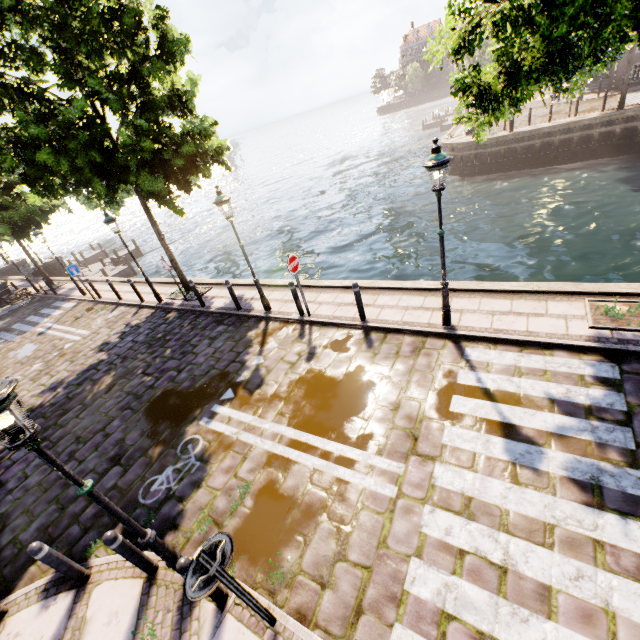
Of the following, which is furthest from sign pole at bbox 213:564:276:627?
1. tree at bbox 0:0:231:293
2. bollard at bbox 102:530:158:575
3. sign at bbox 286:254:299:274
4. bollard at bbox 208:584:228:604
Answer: sign at bbox 286:254:299:274

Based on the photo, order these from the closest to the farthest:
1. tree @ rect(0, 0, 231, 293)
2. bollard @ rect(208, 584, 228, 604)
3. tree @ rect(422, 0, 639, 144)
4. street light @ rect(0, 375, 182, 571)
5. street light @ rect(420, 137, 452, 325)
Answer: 1. street light @ rect(0, 375, 182, 571)
2. tree @ rect(422, 0, 639, 144)
3. bollard @ rect(208, 584, 228, 604)
4. street light @ rect(420, 137, 452, 325)
5. tree @ rect(0, 0, 231, 293)

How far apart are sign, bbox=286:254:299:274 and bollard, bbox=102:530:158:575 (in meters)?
6.08

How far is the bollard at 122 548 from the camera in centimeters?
411cm

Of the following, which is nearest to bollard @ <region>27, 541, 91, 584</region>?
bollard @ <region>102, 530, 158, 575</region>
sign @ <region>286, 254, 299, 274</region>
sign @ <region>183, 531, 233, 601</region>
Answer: bollard @ <region>102, 530, 158, 575</region>

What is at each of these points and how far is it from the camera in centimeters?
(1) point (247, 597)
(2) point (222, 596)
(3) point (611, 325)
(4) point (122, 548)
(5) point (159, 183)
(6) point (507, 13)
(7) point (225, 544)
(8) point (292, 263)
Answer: (1) sign pole, 336cm
(2) bollard, 407cm
(3) tree planter, 614cm
(4) bollard, 422cm
(5) tree, 890cm
(6) tree, 511cm
(7) sign, 309cm
(8) sign, 841cm

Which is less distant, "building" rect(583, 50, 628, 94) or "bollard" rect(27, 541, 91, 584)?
"bollard" rect(27, 541, 91, 584)

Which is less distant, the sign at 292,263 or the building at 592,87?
the sign at 292,263
